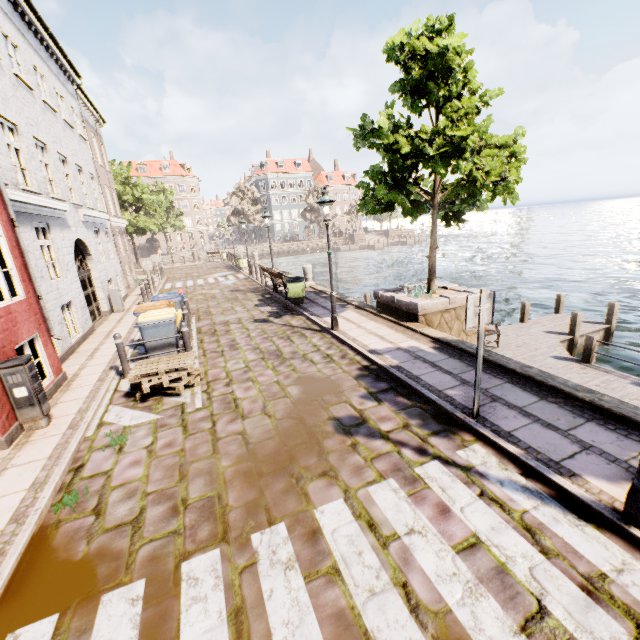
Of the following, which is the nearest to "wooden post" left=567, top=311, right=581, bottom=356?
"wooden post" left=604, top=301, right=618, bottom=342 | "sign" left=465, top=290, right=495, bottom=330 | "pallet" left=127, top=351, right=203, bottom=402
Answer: "wooden post" left=604, top=301, right=618, bottom=342

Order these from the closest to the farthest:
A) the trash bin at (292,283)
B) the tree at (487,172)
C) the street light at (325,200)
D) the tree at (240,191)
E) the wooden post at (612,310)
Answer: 1. the tree at (487,172)
2. the street light at (325,200)
3. the wooden post at (612,310)
4. the trash bin at (292,283)
5. the tree at (240,191)

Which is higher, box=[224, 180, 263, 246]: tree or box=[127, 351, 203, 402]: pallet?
box=[224, 180, 263, 246]: tree

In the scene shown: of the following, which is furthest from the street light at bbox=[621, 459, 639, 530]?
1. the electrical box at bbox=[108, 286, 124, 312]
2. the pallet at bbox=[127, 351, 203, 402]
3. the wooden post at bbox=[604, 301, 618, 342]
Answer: the electrical box at bbox=[108, 286, 124, 312]

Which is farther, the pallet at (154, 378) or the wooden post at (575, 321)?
the wooden post at (575, 321)

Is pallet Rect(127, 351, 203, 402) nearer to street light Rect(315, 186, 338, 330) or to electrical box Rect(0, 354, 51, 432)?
electrical box Rect(0, 354, 51, 432)

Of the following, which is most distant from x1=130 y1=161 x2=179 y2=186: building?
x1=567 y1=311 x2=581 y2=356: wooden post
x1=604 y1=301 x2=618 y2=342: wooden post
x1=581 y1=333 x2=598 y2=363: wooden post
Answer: x1=604 y1=301 x2=618 y2=342: wooden post

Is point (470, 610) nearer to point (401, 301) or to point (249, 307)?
point (401, 301)
